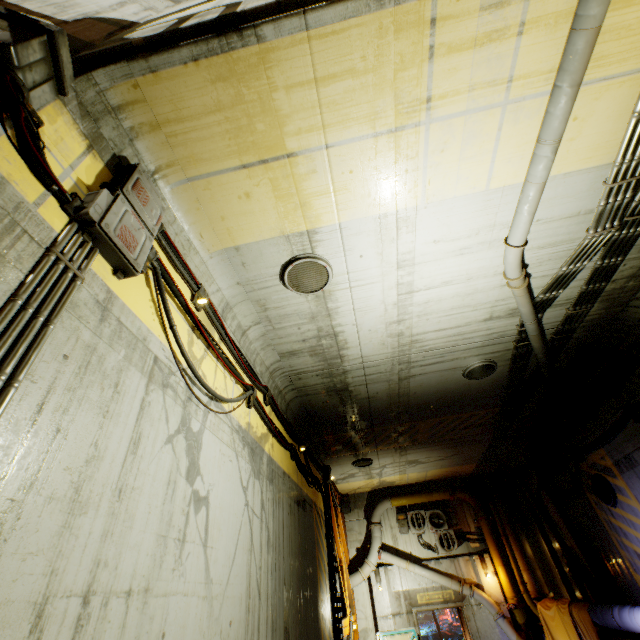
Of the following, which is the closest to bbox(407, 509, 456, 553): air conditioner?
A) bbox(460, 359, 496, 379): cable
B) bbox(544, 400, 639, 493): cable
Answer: bbox(544, 400, 639, 493): cable

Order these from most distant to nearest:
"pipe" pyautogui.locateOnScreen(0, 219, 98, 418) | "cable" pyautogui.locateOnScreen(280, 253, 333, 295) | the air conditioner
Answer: the air conditioner → "cable" pyautogui.locateOnScreen(280, 253, 333, 295) → "pipe" pyautogui.locateOnScreen(0, 219, 98, 418)

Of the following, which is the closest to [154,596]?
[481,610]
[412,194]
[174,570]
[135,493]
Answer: [174,570]

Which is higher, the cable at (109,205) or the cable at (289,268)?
the cable at (289,268)

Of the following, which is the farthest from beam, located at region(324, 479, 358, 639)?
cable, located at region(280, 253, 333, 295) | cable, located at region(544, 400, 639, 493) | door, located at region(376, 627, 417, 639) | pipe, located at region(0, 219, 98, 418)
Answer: pipe, located at region(0, 219, 98, 418)

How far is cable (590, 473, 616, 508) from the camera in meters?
8.7

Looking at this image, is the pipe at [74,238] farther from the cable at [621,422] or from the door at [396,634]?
the door at [396,634]

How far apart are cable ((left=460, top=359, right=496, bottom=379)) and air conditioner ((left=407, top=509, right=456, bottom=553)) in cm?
982
